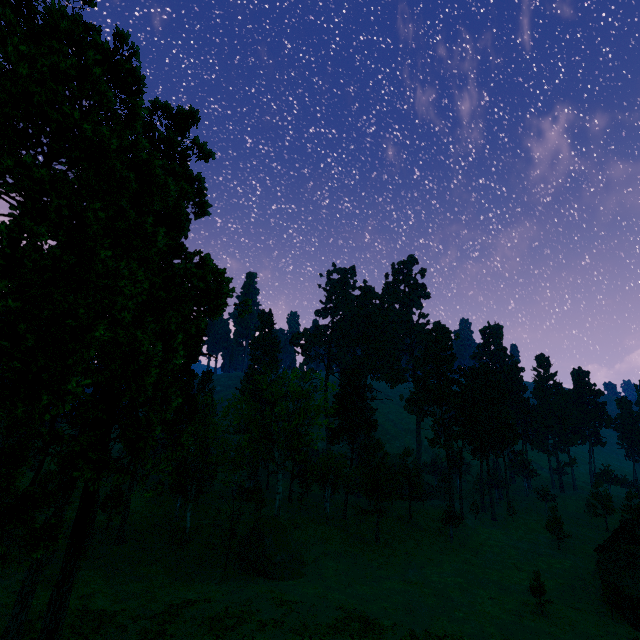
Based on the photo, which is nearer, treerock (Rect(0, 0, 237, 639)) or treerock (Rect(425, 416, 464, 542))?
treerock (Rect(0, 0, 237, 639))

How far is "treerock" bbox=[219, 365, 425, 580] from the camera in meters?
37.6 m

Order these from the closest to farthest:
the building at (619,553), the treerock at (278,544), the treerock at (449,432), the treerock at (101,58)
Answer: the treerock at (101,58)
the building at (619,553)
the treerock at (278,544)
the treerock at (449,432)

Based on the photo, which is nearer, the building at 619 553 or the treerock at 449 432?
the building at 619 553

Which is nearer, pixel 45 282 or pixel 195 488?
pixel 45 282

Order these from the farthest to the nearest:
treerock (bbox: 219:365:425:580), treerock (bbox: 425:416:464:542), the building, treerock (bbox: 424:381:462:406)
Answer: treerock (bbox: 424:381:462:406) < treerock (bbox: 425:416:464:542) < treerock (bbox: 219:365:425:580) < the building
